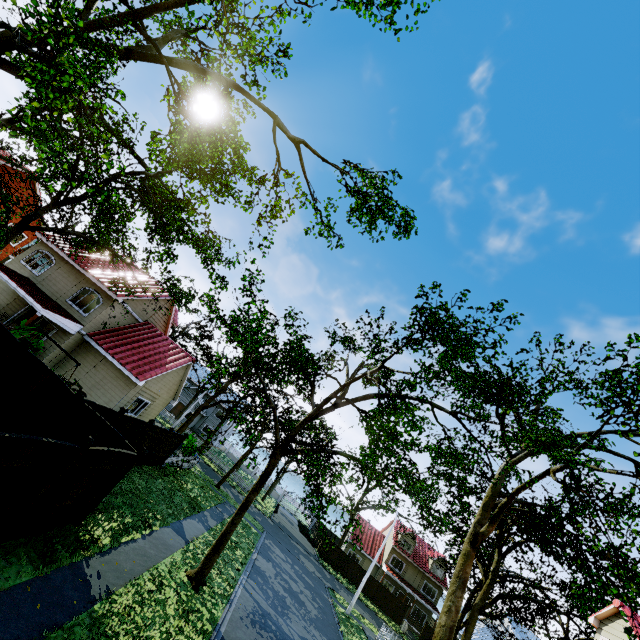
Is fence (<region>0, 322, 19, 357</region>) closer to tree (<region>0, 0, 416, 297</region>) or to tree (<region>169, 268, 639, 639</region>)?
tree (<region>169, 268, 639, 639</region>)

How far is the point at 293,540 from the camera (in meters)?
35.81

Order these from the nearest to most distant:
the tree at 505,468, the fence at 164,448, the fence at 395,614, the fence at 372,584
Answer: the tree at 505,468 → the fence at 164,448 → the fence at 395,614 → the fence at 372,584

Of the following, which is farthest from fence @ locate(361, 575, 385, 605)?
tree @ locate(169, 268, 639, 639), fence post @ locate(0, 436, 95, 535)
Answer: tree @ locate(169, 268, 639, 639)

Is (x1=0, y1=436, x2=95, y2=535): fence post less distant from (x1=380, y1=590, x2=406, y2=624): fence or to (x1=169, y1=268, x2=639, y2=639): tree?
(x1=380, y1=590, x2=406, y2=624): fence

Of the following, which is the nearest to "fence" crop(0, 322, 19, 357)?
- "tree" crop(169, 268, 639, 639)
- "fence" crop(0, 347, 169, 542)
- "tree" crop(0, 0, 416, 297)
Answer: "fence" crop(0, 347, 169, 542)

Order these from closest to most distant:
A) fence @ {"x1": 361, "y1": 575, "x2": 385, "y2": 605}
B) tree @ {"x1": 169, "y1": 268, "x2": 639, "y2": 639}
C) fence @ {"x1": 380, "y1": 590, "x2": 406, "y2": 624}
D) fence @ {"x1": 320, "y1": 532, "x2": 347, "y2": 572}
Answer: tree @ {"x1": 169, "y1": 268, "x2": 639, "y2": 639}
fence @ {"x1": 380, "y1": 590, "x2": 406, "y2": 624}
fence @ {"x1": 361, "y1": 575, "x2": 385, "y2": 605}
fence @ {"x1": 320, "y1": 532, "x2": 347, "y2": 572}

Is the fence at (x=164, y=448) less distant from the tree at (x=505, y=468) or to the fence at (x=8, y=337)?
the fence at (x=8, y=337)
